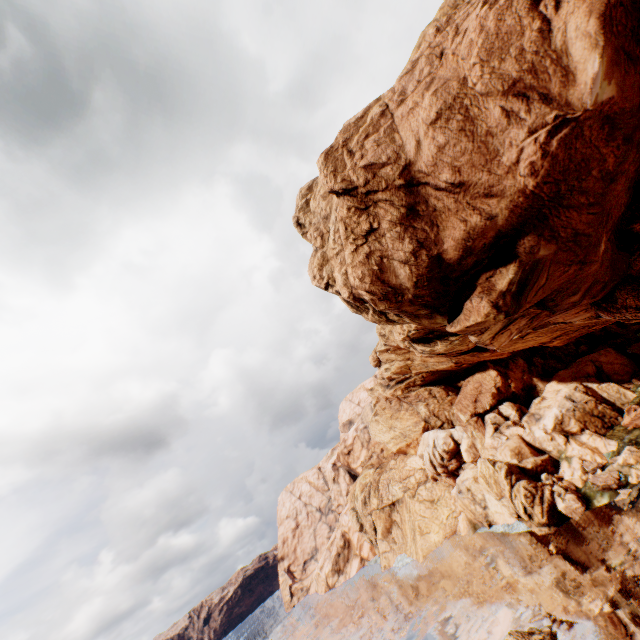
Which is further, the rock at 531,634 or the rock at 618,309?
the rock at 531,634

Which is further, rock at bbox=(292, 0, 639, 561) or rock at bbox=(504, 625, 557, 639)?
rock at bbox=(504, 625, 557, 639)

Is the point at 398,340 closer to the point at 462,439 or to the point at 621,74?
the point at 462,439

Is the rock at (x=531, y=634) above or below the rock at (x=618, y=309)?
below

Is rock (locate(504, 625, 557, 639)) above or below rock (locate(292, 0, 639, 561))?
below
